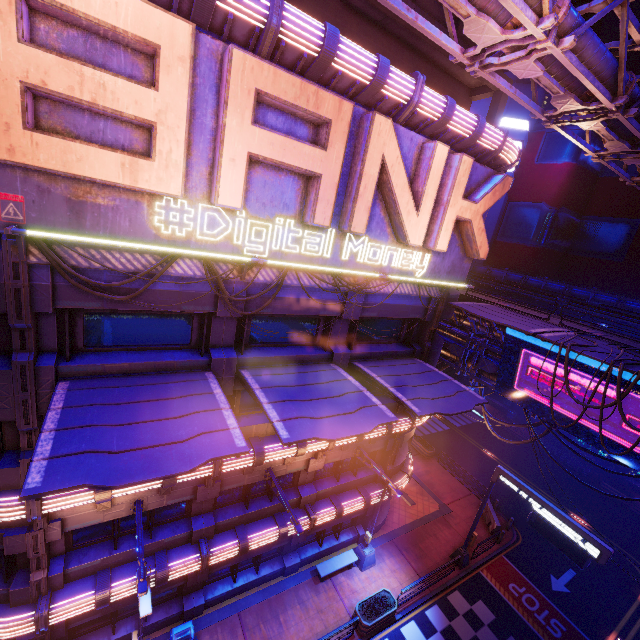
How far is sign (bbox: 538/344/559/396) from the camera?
15.6m

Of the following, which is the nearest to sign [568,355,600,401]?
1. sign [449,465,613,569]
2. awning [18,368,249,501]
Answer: sign [449,465,613,569]

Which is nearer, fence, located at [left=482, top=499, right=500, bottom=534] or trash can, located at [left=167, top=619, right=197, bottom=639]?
trash can, located at [left=167, top=619, right=197, bottom=639]

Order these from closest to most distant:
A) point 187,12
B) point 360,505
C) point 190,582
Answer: point 187,12 < point 190,582 < point 360,505

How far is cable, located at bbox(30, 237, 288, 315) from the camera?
7.48m

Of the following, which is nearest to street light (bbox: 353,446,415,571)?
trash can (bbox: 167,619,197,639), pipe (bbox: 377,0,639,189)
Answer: trash can (bbox: 167,619,197,639)

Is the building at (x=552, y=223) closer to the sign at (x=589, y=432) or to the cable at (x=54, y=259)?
the sign at (x=589, y=432)

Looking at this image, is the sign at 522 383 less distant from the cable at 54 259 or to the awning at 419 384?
the awning at 419 384
